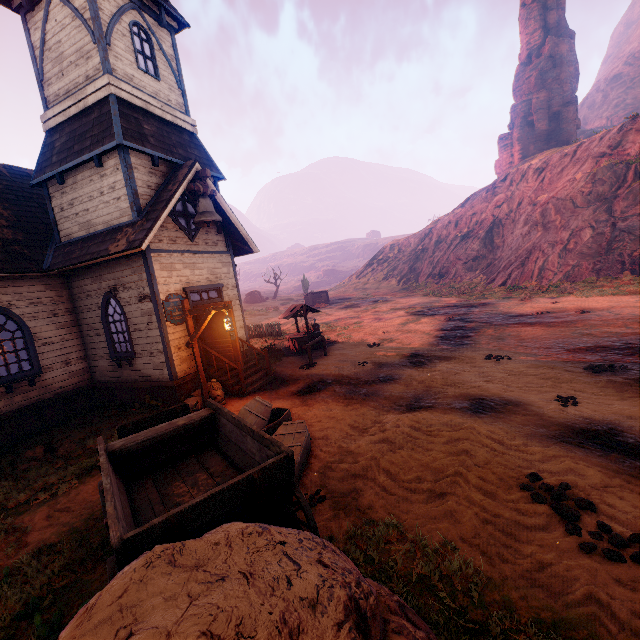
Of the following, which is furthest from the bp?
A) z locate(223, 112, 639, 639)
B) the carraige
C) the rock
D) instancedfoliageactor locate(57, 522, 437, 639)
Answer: the rock

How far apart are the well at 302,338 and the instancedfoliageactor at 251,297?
39.3m

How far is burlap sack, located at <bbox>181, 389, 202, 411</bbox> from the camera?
Answer: 9.4m

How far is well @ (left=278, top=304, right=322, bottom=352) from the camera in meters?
15.6

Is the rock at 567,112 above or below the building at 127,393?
above

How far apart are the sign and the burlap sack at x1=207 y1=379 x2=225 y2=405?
2.0m

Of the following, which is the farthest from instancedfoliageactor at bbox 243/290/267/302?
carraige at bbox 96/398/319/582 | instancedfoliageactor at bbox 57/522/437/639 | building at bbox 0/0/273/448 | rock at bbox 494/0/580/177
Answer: instancedfoliageactor at bbox 57/522/437/639

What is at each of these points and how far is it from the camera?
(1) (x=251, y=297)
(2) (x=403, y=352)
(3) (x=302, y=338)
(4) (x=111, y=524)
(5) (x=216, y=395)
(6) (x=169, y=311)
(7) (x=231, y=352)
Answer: (1) instancedfoliageactor, 55.3m
(2) z, 12.7m
(3) well, 15.6m
(4) carraige, 2.6m
(5) burlap sack, 9.7m
(6) sign, 10.0m
(7) bp, 10.5m
